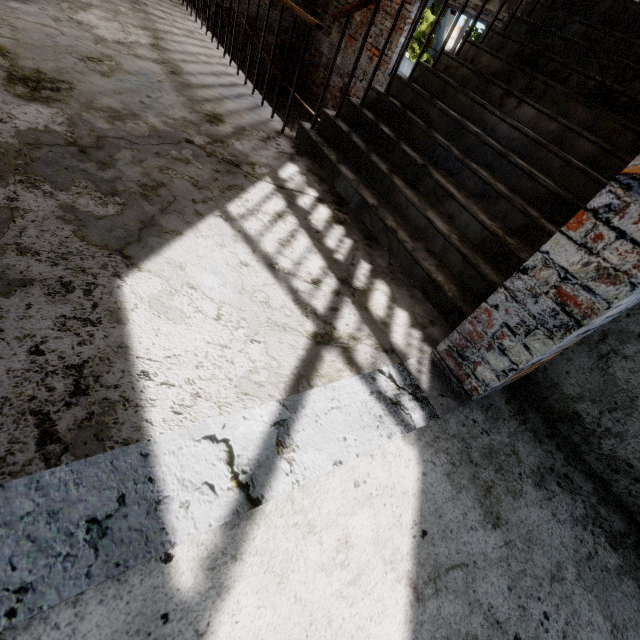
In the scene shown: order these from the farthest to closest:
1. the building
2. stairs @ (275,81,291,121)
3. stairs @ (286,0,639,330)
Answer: stairs @ (275,81,291,121)
stairs @ (286,0,639,330)
the building

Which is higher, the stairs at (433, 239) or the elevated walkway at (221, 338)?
the stairs at (433, 239)

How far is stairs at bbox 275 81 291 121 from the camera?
7.43m

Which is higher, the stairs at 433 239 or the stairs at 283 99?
the stairs at 433 239

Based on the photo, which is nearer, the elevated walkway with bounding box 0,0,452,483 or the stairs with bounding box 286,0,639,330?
the elevated walkway with bounding box 0,0,452,483

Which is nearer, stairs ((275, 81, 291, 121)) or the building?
the building

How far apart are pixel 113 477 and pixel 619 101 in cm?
368
